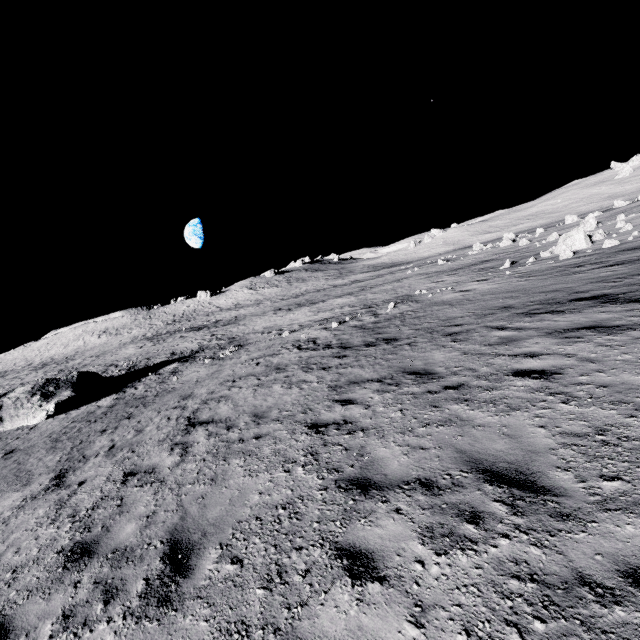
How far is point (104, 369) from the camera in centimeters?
Result: 2962cm
